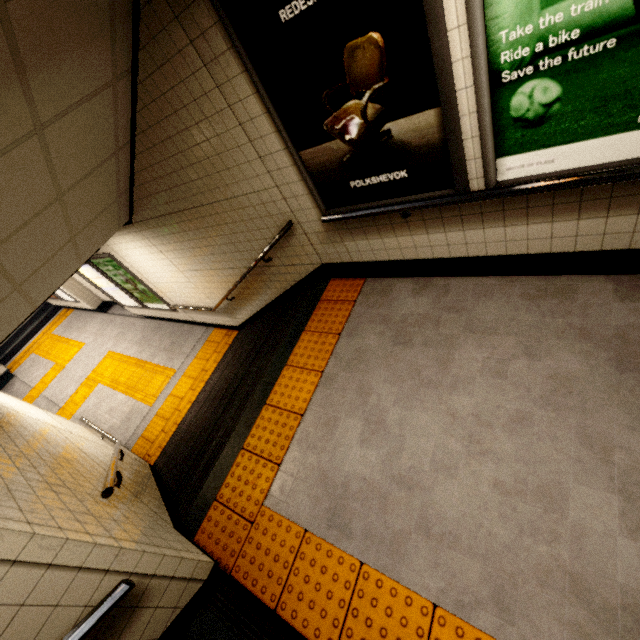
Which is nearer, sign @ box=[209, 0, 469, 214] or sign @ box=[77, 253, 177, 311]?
sign @ box=[209, 0, 469, 214]

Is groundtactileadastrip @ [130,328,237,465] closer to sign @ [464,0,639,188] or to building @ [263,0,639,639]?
building @ [263,0,639,639]

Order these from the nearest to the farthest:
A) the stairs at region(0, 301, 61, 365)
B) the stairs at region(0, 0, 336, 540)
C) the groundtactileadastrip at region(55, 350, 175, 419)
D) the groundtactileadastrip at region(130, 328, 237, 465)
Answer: the stairs at region(0, 0, 336, 540)
the groundtactileadastrip at region(130, 328, 237, 465)
the groundtactileadastrip at region(55, 350, 175, 419)
the stairs at region(0, 301, 61, 365)

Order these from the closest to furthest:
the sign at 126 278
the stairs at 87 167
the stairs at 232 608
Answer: the stairs at 232 608
the stairs at 87 167
the sign at 126 278

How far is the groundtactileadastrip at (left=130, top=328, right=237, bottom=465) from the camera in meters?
6.0 m

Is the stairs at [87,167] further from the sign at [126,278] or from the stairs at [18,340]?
the stairs at [18,340]

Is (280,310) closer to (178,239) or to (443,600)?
(178,239)

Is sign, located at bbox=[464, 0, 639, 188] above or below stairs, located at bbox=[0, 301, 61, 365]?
above
